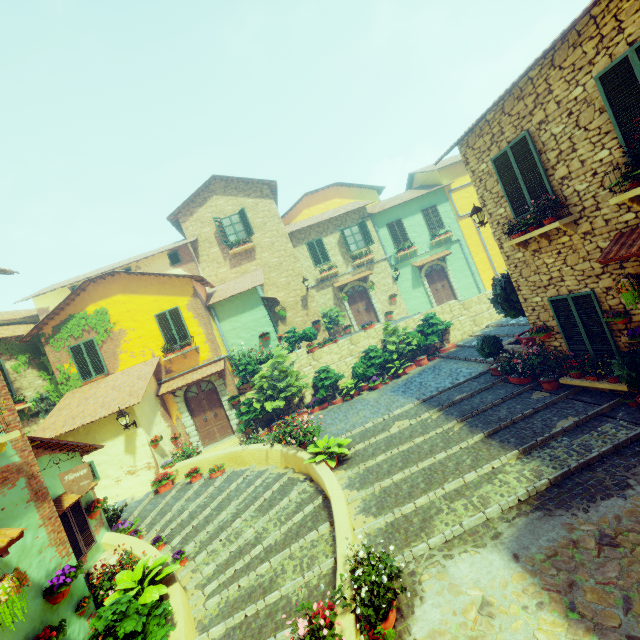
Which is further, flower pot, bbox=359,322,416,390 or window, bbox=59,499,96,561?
flower pot, bbox=359,322,416,390

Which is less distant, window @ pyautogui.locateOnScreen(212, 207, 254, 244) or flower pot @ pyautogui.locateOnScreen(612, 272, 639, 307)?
flower pot @ pyautogui.locateOnScreen(612, 272, 639, 307)

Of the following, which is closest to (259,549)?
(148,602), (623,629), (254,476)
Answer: (148,602)

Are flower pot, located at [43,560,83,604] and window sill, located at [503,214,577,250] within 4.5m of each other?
no

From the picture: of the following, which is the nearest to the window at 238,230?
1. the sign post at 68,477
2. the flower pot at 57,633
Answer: the sign post at 68,477

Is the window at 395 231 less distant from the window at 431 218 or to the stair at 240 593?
the window at 431 218

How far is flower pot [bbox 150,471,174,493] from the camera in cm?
1097

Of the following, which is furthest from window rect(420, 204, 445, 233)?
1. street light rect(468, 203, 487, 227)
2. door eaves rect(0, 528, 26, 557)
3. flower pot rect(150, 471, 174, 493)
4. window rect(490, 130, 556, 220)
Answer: door eaves rect(0, 528, 26, 557)
